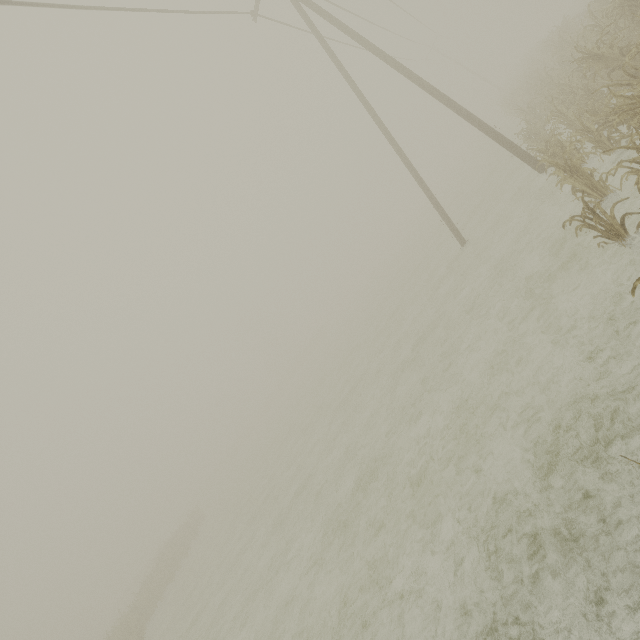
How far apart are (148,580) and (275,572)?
24.9 meters
